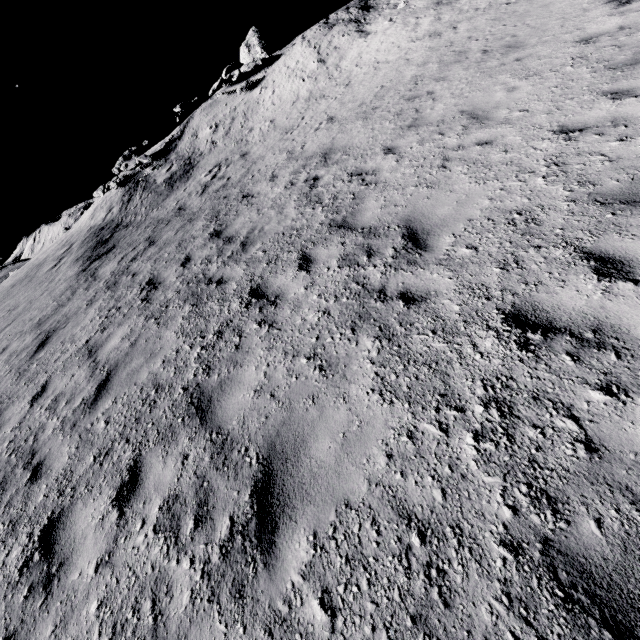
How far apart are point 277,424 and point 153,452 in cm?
174

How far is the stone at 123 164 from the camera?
19.52m

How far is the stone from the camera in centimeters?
1952cm
